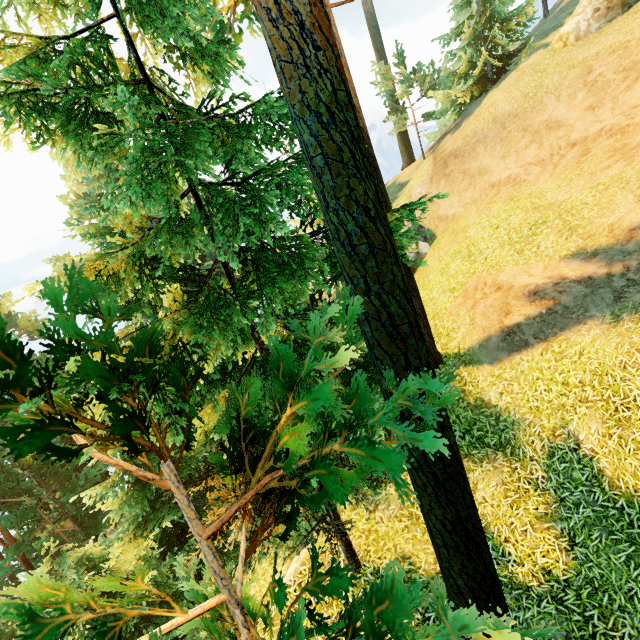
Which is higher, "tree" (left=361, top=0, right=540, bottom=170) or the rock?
"tree" (left=361, top=0, right=540, bottom=170)

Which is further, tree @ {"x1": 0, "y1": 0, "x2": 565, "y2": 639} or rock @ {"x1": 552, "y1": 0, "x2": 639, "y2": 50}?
rock @ {"x1": 552, "y1": 0, "x2": 639, "y2": 50}

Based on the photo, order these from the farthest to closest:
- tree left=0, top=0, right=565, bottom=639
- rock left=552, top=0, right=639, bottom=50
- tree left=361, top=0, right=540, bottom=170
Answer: tree left=361, top=0, right=540, bottom=170 → rock left=552, top=0, right=639, bottom=50 → tree left=0, top=0, right=565, bottom=639

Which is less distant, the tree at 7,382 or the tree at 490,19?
the tree at 7,382

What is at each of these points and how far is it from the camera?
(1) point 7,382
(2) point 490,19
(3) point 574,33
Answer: (1) tree, 2.4 meters
(2) tree, 20.9 meters
(3) rock, 15.3 meters

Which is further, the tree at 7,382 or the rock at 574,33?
the rock at 574,33

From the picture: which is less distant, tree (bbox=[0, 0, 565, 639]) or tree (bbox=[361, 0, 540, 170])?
tree (bbox=[0, 0, 565, 639])
